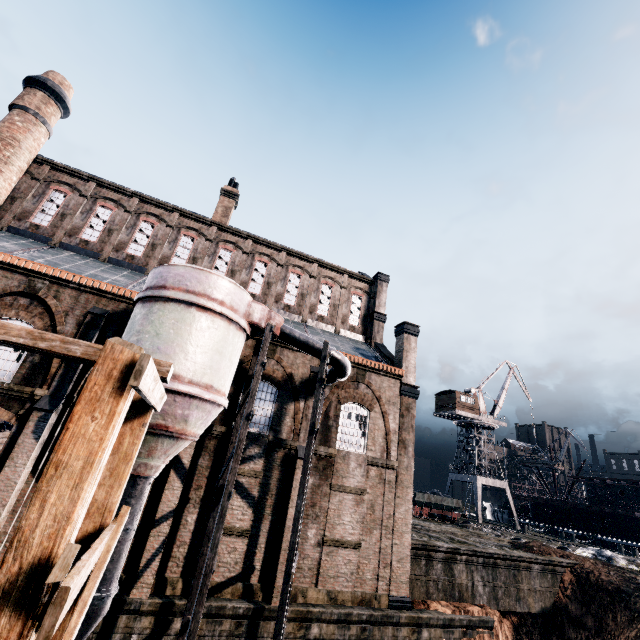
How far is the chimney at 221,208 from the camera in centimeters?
2728cm

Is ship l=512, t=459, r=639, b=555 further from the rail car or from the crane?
the rail car

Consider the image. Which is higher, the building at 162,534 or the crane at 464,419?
the crane at 464,419

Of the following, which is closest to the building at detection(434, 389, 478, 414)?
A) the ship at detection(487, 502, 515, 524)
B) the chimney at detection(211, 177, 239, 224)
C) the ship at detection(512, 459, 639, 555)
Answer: the ship at detection(512, 459, 639, 555)

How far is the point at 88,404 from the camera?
2.97m

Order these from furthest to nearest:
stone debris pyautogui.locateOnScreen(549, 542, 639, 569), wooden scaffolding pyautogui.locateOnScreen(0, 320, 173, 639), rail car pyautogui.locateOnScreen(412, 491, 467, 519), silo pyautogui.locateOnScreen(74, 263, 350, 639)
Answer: rail car pyautogui.locateOnScreen(412, 491, 467, 519), stone debris pyautogui.locateOnScreen(549, 542, 639, 569), silo pyautogui.locateOnScreen(74, 263, 350, 639), wooden scaffolding pyautogui.locateOnScreen(0, 320, 173, 639)

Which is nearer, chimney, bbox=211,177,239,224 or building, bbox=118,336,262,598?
building, bbox=118,336,262,598

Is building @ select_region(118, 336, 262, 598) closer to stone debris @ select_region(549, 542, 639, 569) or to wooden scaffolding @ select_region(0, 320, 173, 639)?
wooden scaffolding @ select_region(0, 320, 173, 639)
